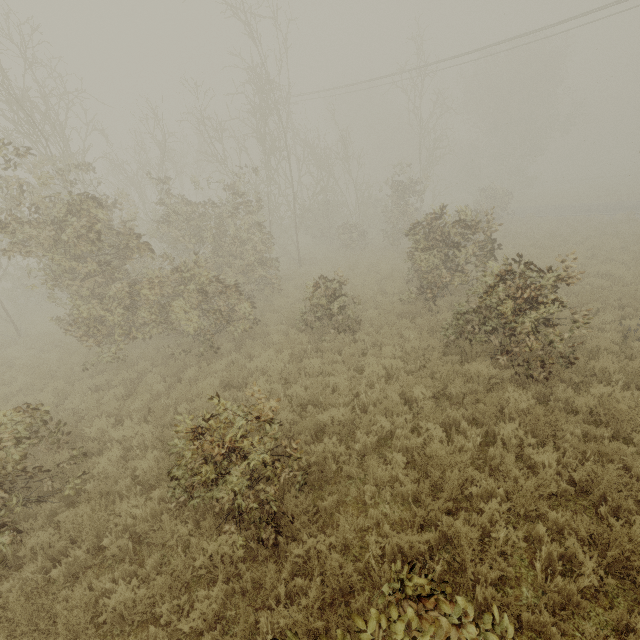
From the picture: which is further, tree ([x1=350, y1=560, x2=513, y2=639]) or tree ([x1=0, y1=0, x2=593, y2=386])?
tree ([x1=0, y1=0, x2=593, y2=386])

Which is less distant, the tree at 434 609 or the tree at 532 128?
the tree at 434 609

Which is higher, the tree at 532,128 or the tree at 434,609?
the tree at 532,128

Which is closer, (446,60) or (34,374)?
(34,374)

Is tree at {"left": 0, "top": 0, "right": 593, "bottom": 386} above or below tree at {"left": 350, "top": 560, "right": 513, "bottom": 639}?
above
